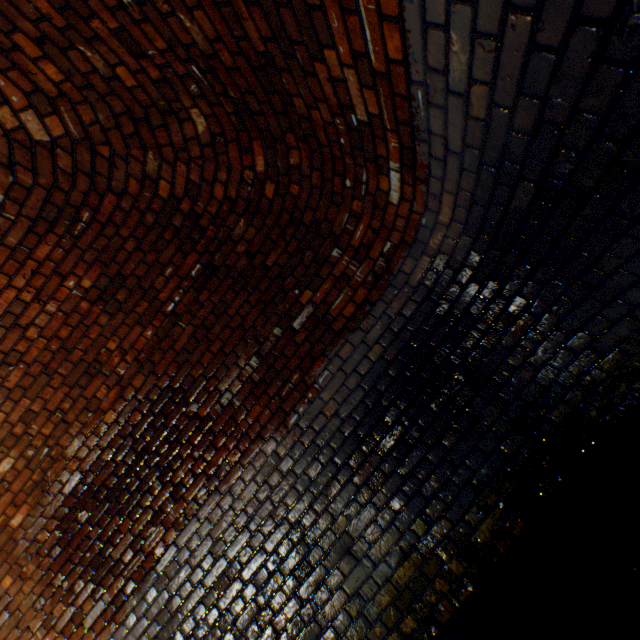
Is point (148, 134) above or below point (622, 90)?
above
